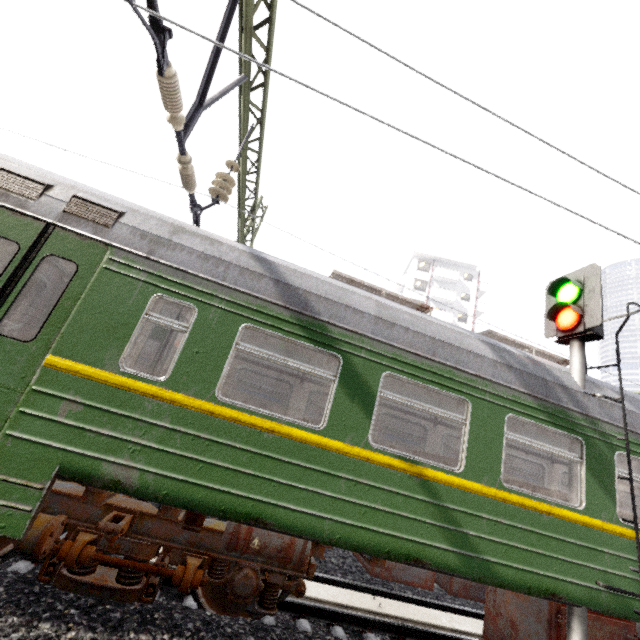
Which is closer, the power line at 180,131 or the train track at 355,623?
the power line at 180,131

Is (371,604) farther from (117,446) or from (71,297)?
(71,297)

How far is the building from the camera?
40.0m

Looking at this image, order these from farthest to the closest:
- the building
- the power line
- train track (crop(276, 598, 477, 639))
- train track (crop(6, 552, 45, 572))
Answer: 1. the building
2. train track (crop(276, 598, 477, 639))
3. train track (crop(6, 552, 45, 572))
4. the power line

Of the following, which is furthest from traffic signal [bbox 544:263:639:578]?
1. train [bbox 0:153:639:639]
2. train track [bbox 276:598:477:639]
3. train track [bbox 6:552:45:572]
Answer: train track [bbox 6:552:45:572]

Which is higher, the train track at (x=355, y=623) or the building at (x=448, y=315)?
the building at (x=448, y=315)

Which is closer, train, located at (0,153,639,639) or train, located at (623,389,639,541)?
train, located at (0,153,639,639)

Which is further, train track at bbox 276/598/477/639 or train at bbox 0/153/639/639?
→ train track at bbox 276/598/477/639
